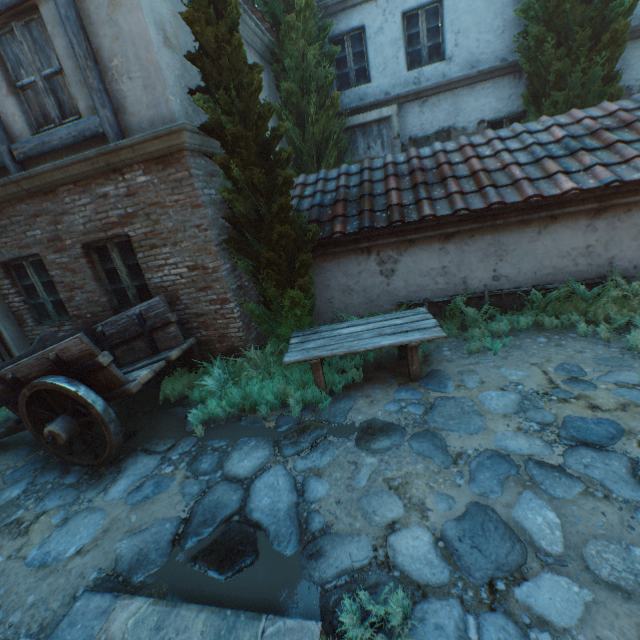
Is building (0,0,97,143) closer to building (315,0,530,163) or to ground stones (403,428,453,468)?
ground stones (403,428,453,468)

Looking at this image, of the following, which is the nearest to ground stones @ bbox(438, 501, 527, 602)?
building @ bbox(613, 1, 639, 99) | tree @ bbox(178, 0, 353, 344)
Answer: tree @ bbox(178, 0, 353, 344)

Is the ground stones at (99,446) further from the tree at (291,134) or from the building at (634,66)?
the building at (634,66)

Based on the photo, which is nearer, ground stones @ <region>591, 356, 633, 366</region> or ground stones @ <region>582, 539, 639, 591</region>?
ground stones @ <region>582, 539, 639, 591</region>

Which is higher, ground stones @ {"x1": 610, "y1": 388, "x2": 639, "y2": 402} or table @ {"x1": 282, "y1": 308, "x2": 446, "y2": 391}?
table @ {"x1": 282, "y1": 308, "x2": 446, "y2": 391}

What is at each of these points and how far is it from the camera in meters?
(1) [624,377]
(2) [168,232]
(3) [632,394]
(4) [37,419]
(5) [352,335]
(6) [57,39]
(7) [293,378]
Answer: (1) ground stones, 3.9 m
(2) building, 5.1 m
(3) ground stones, 3.6 m
(4) cart, 4.3 m
(5) table, 4.8 m
(6) building, 4.3 m
(7) plants, 5.0 m

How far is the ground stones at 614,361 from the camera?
4.1m
